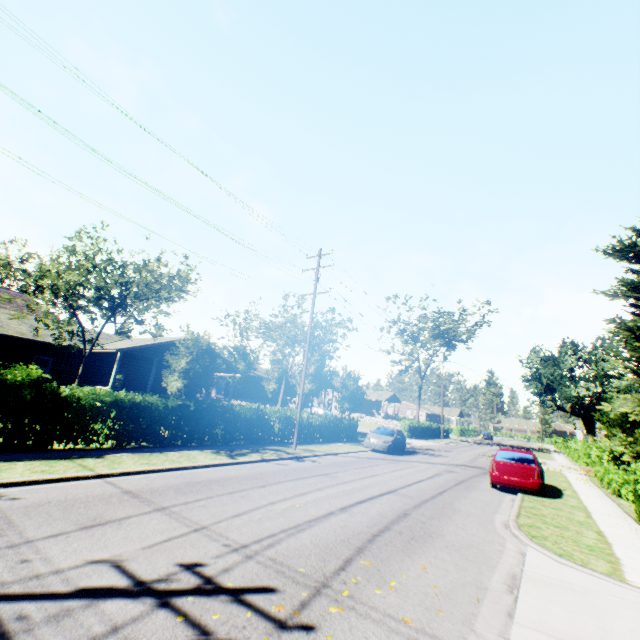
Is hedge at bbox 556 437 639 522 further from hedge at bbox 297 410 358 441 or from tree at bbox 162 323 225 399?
tree at bbox 162 323 225 399

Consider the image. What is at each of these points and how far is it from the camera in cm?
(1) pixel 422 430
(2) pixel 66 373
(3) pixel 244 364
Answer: (1) hedge, 4334
(2) house, 2273
(3) tree, 4003

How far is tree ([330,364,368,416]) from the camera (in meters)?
31.11

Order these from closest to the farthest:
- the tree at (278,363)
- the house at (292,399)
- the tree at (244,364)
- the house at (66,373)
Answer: the house at (66,373) → the tree at (278,363) → the tree at (244,364) → the house at (292,399)

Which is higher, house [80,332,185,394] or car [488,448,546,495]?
house [80,332,185,394]

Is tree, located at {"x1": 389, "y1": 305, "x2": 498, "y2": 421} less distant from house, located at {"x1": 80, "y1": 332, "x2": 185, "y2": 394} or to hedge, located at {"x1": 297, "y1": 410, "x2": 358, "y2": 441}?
house, located at {"x1": 80, "y1": 332, "x2": 185, "y2": 394}

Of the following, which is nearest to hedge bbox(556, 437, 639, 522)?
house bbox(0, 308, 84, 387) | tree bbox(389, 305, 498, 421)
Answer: tree bbox(389, 305, 498, 421)

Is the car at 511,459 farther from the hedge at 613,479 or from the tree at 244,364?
the tree at 244,364
